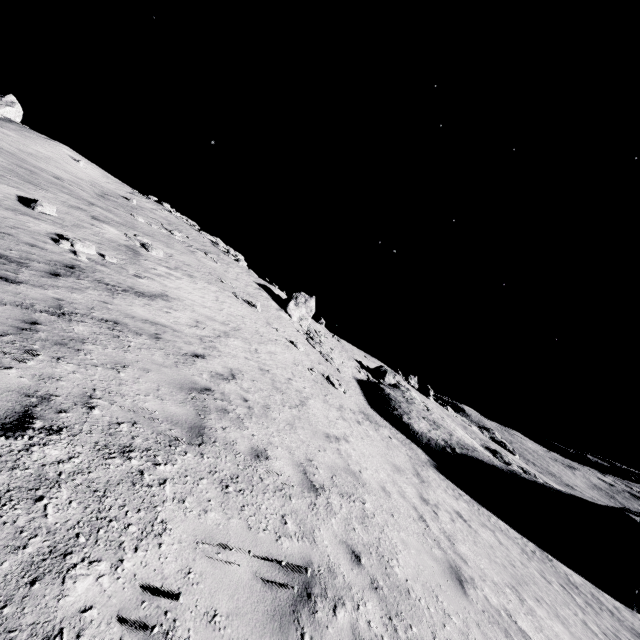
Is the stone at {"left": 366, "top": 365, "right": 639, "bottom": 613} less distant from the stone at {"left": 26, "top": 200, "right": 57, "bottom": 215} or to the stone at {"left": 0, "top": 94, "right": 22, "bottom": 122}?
the stone at {"left": 26, "top": 200, "right": 57, "bottom": 215}

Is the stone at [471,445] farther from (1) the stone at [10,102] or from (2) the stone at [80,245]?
(1) the stone at [10,102]

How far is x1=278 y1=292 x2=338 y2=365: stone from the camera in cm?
2808

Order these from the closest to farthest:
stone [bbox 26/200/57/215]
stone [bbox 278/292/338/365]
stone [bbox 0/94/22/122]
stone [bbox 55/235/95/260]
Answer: stone [bbox 55/235/95/260]
stone [bbox 26/200/57/215]
stone [bbox 278/292/338/365]
stone [bbox 0/94/22/122]

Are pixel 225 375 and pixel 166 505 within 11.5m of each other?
yes

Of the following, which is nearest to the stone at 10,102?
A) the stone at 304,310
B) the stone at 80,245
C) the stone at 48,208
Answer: the stone at 48,208

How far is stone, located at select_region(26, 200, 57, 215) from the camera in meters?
12.0 m

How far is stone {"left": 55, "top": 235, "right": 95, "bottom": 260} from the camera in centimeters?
1068cm
